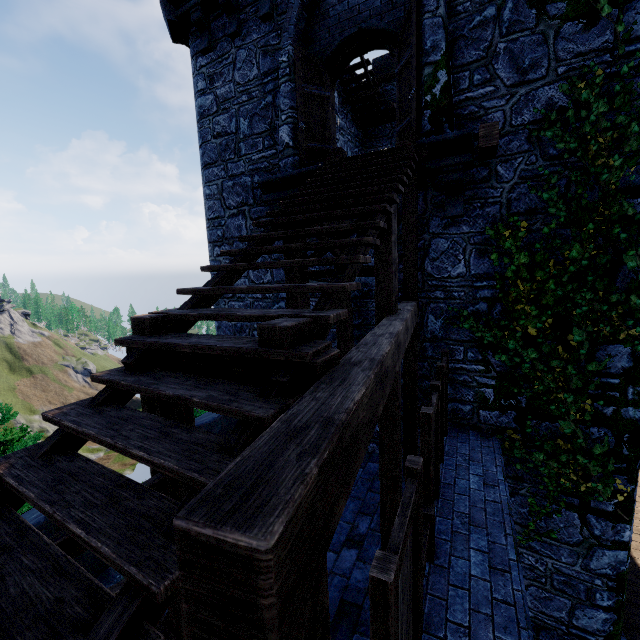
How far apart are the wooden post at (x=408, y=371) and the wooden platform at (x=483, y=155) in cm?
278

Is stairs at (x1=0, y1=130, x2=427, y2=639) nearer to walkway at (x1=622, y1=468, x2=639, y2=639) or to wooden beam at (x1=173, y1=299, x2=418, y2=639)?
wooden beam at (x1=173, y1=299, x2=418, y2=639)

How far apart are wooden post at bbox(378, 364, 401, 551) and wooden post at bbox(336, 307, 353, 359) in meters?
2.0 m

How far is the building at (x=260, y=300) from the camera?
8.4 meters

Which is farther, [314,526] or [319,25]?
[319,25]

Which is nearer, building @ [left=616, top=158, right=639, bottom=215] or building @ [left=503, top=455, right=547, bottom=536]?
building @ [left=616, top=158, right=639, bottom=215]

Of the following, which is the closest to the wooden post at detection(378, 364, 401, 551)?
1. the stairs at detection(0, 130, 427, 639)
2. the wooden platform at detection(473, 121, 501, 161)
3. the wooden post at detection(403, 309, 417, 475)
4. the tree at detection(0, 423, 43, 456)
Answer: the stairs at detection(0, 130, 427, 639)
